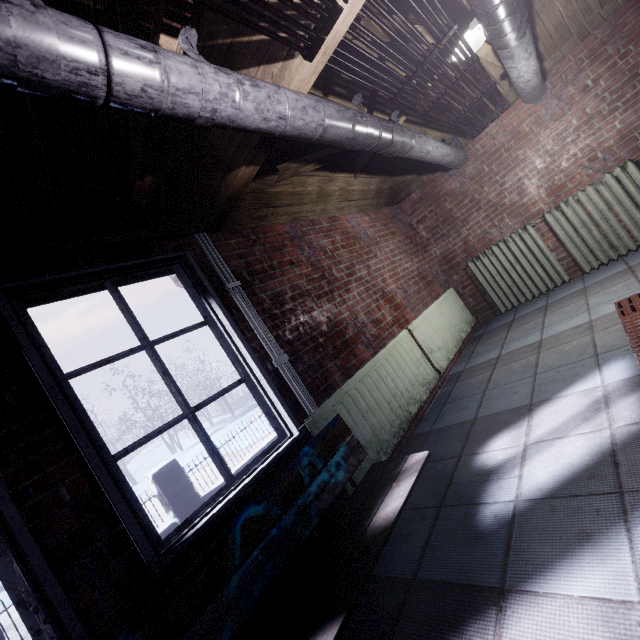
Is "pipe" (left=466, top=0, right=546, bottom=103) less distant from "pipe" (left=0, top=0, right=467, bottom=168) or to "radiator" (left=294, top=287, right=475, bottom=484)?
"pipe" (left=0, top=0, right=467, bottom=168)

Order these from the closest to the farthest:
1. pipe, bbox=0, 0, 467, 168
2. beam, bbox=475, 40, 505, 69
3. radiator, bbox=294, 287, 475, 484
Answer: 1. pipe, bbox=0, 0, 467, 168
2. radiator, bbox=294, 287, 475, 484
3. beam, bbox=475, 40, 505, 69

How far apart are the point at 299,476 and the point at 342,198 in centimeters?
294cm

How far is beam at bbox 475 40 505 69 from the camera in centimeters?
265cm

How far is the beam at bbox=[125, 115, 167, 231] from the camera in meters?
1.4 m

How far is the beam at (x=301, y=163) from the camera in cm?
219

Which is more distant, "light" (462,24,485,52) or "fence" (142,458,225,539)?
"fence" (142,458,225,539)

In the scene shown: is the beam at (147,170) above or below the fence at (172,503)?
above
